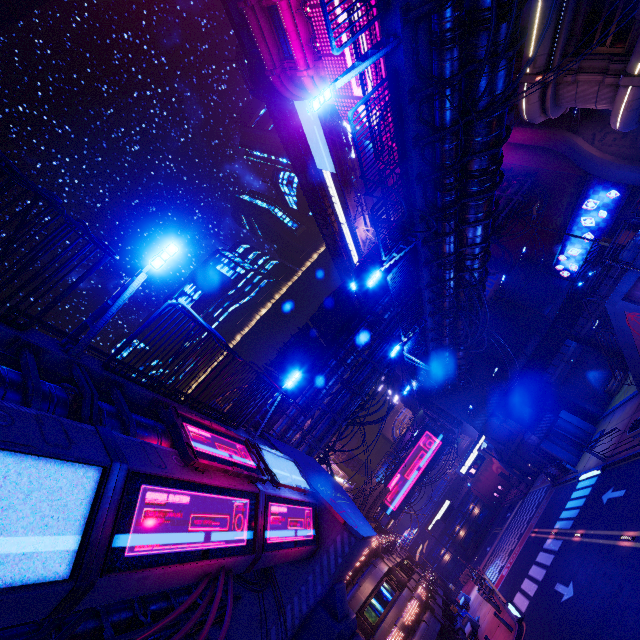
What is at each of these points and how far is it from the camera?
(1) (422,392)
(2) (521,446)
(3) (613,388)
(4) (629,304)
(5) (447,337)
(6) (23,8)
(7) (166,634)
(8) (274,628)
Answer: (1) fence, 29.72m
(2) wall arch, 44.91m
(3) plant holder, 27.83m
(4) column, 17.88m
(5) walkway, 22.92m
(6) building, 39.62m
(7) pipe, 9.13m
(8) walkway, 11.58m

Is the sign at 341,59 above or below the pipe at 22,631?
above

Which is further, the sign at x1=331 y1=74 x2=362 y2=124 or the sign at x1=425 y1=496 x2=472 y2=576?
the sign at x1=425 y1=496 x2=472 y2=576

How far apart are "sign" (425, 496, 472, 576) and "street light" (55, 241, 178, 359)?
49.8 meters

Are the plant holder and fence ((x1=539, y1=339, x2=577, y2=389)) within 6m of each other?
yes

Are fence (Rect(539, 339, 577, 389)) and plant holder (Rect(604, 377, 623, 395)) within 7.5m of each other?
yes

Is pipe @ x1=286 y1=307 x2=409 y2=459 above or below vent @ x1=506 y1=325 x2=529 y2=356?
above

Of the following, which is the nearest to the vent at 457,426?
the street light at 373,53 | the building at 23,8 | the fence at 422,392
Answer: the fence at 422,392
